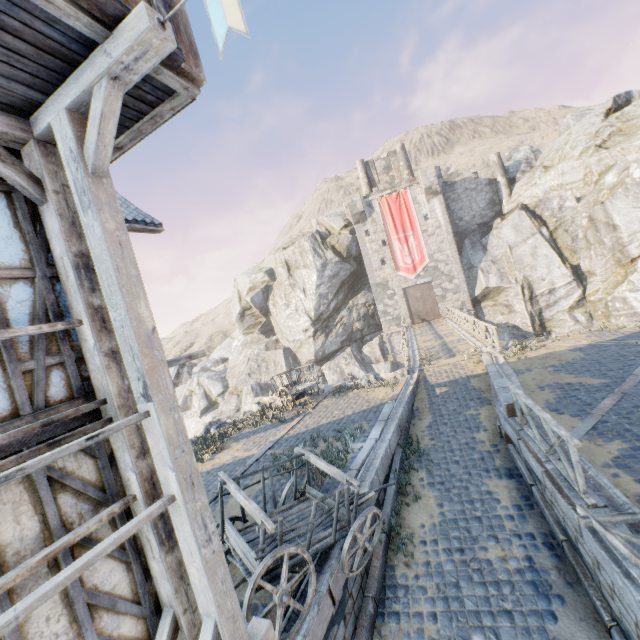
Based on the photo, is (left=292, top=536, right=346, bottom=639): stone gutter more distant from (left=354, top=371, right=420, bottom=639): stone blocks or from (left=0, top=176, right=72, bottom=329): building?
(left=354, top=371, right=420, bottom=639): stone blocks

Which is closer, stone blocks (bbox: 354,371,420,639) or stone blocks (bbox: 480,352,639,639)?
stone blocks (bbox: 480,352,639,639)

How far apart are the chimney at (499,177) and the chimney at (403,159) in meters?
7.3

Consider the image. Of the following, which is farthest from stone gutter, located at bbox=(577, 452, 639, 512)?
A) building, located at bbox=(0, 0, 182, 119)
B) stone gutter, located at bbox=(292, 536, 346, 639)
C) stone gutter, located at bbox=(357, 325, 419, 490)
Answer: building, located at bbox=(0, 0, 182, 119)

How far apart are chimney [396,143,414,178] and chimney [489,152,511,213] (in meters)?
7.34

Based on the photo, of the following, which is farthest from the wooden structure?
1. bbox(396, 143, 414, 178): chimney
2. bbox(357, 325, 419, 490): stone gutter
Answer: bbox(396, 143, 414, 178): chimney

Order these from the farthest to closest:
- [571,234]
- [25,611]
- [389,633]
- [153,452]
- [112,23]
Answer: [571,234]
[389,633]
[153,452]
[112,23]
[25,611]

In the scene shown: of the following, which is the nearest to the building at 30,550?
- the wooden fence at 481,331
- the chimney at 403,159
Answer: the wooden fence at 481,331
